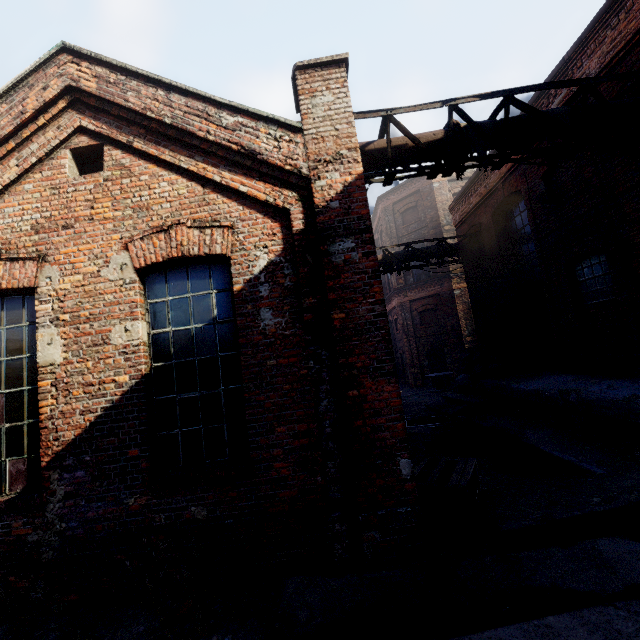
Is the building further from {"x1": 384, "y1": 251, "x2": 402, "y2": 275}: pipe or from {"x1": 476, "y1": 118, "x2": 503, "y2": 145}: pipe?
{"x1": 384, "y1": 251, "x2": 402, "y2": 275}: pipe

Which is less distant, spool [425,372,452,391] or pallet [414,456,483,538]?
pallet [414,456,483,538]

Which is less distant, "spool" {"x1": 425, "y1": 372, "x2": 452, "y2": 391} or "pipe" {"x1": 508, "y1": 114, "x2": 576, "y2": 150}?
"pipe" {"x1": 508, "y1": 114, "x2": 576, "y2": 150}

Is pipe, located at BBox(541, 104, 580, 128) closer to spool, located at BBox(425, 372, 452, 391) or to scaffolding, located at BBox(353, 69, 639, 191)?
scaffolding, located at BBox(353, 69, 639, 191)

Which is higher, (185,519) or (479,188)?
(479,188)

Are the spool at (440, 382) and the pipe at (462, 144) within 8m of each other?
no

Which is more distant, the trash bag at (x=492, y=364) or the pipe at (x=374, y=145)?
the trash bag at (x=492, y=364)

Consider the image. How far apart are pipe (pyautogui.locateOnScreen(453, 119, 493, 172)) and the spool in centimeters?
1439cm
